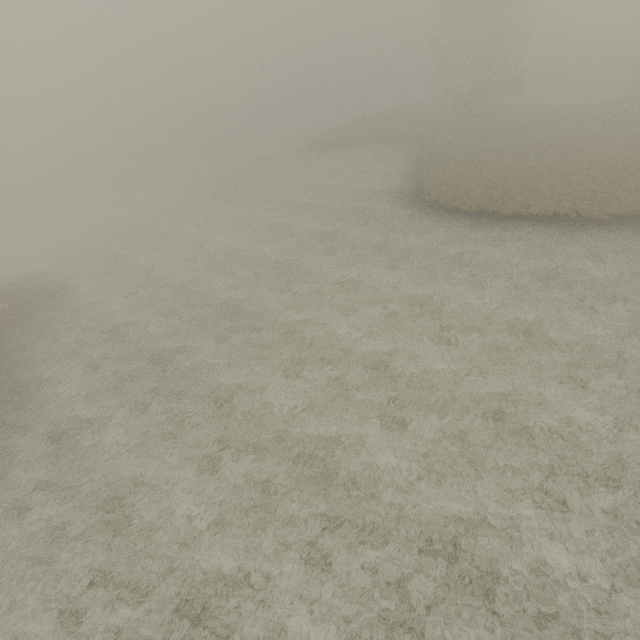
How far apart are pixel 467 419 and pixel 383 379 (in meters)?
3.67
